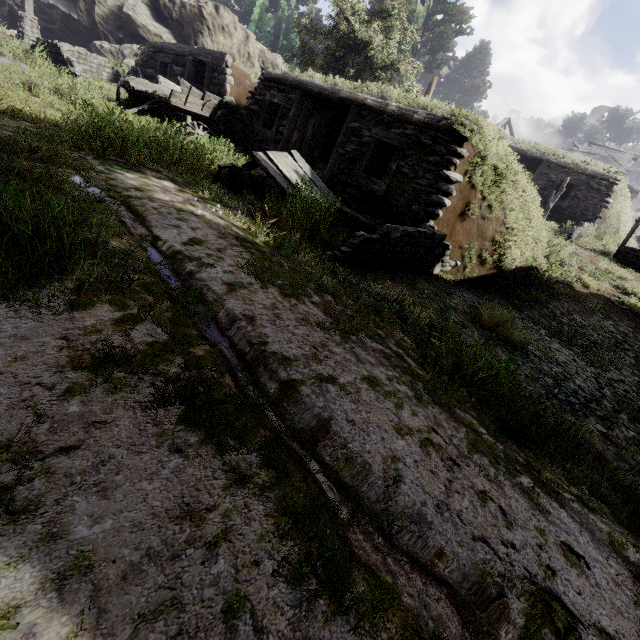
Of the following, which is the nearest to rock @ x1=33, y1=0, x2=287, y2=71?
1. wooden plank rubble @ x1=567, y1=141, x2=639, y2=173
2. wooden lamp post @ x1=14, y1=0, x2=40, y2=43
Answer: wooden lamp post @ x1=14, y1=0, x2=40, y2=43

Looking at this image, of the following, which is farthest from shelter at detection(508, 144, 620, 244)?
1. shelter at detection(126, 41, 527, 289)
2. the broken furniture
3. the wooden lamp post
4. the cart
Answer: the wooden lamp post

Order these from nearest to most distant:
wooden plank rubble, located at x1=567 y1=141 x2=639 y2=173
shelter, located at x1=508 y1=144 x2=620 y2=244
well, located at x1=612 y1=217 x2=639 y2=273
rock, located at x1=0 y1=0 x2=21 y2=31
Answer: well, located at x1=612 y1=217 x2=639 y2=273
shelter, located at x1=508 y1=144 x2=620 y2=244
rock, located at x1=0 y1=0 x2=21 y2=31
wooden plank rubble, located at x1=567 y1=141 x2=639 y2=173

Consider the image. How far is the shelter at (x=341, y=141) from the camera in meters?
7.2

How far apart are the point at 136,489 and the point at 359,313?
2.9m

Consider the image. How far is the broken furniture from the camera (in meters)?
5.86

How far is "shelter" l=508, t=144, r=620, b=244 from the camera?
15.83m

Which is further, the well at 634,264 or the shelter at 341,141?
the well at 634,264
